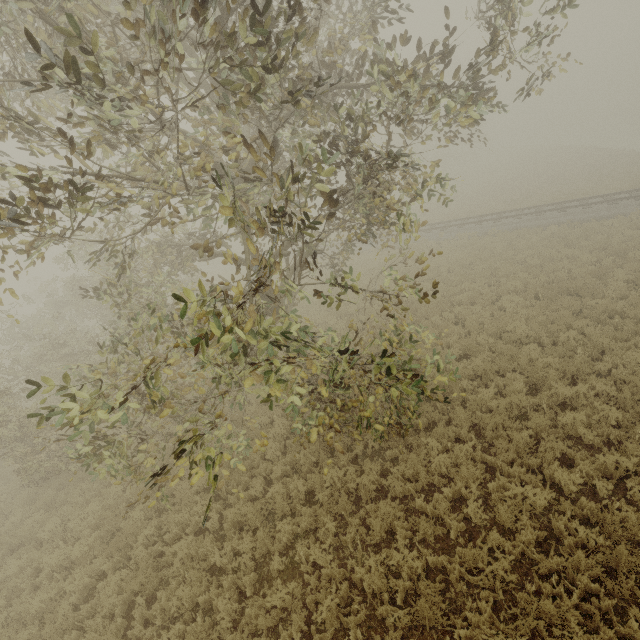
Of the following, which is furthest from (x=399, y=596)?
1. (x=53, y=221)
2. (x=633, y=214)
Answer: (x=633, y=214)
